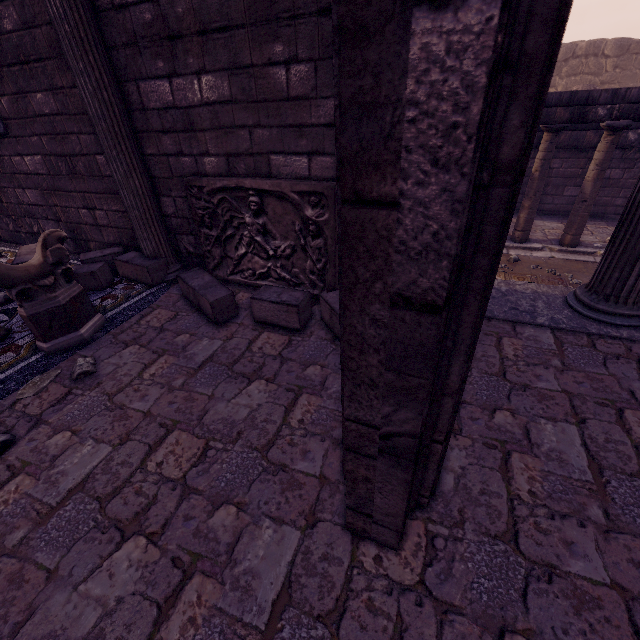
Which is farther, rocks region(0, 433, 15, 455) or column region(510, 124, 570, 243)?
column region(510, 124, 570, 243)

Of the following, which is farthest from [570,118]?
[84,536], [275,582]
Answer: [84,536]

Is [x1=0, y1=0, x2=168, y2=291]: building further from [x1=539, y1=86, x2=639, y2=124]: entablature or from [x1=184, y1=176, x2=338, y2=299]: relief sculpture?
[x1=539, y1=86, x2=639, y2=124]: entablature

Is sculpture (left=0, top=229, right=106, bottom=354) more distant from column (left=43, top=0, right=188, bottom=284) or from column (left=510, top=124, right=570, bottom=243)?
column (left=510, top=124, right=570, bottom=243)

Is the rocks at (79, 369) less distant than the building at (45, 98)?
Yes

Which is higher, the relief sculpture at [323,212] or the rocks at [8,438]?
the relief sculpture at [323,212]

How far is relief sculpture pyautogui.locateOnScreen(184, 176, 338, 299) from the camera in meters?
3.2 m

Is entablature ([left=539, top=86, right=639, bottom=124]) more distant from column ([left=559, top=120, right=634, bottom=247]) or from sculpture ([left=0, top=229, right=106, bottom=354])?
sculpture ([left=0, top=229, right=106, bottom=354])
